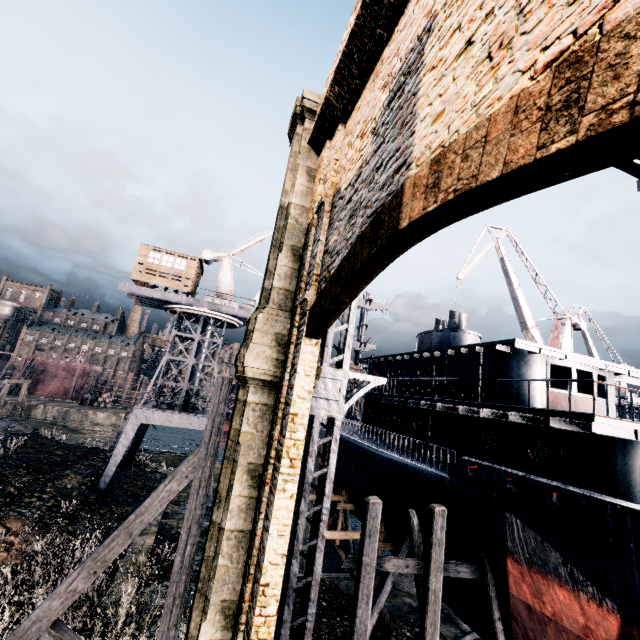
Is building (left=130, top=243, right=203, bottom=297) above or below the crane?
above

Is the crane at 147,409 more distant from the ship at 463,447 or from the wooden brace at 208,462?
the wooden brace at 208,462

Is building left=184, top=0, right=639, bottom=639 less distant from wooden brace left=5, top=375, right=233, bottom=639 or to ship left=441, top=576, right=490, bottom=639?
ship left=441, top=576, right=490, bottom=639

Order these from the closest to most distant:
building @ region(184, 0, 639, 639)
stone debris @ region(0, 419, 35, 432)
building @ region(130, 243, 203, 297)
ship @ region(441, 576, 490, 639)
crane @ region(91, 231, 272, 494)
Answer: building @ region(184, 0, 639, 639) < ship @ region(441, 576, 490, 639) < crane @ region(91, 231, 272, 494) < building @ region(130, 243, 203, 297) < stone debris @ region(0, 419, 35, 432)

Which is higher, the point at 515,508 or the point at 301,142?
the point at 301,142

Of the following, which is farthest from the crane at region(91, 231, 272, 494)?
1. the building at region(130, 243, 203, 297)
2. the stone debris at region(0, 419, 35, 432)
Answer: the stone debris at region(0, 419, 35, 432)

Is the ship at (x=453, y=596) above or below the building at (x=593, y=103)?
below

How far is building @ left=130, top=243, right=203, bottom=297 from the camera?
25.9m
